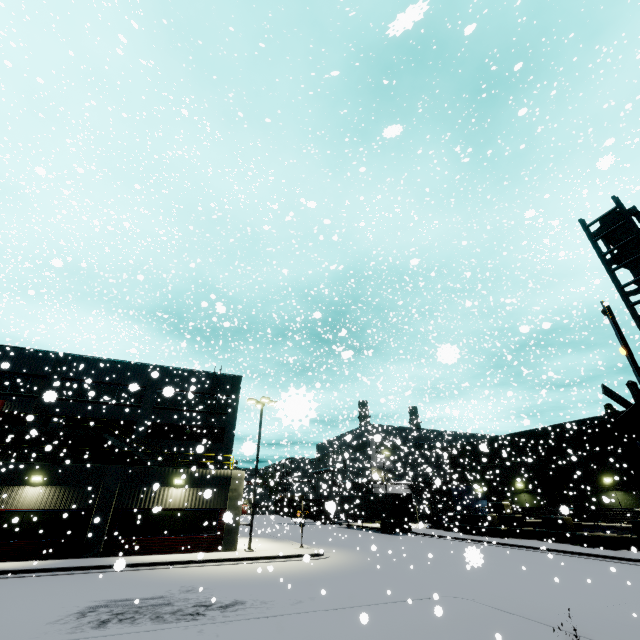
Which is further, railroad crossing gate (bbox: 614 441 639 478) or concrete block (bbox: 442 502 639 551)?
concrete block (bbox: 442 502 639 551)

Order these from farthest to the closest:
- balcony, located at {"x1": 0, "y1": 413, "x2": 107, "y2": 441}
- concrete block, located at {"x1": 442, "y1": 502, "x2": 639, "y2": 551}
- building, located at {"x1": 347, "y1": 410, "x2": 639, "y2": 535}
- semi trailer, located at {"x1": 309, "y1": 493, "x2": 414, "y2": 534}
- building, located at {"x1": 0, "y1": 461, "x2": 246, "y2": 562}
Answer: semi trailer, located at {"x1": 309, "y1": 493, "x2": 414, "y2": 534} → building, located at {"x1": 347, "y1": 410, "x2": 639, "y2": 535} → balcony, located at {"x1": 0, "y1": 413, "x2": 107, "y2": 441} → concrete block, located at {"x1": 442, "y1": 502, "x2": 639, "y2": 551} → building, located at {"x1": 0, "y1": 461, "x2": 246, "y2": 562}

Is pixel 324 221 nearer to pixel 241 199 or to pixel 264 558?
pixel 241 199

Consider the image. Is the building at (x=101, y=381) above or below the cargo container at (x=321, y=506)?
above

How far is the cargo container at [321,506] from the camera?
4.8m

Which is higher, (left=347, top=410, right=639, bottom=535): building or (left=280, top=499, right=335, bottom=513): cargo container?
(left=347, top=410, right=639, bottom=535): building

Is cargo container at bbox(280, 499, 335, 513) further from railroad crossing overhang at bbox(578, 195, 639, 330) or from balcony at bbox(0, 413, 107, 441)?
railroad crossing overhang at bbox(578, 195, 639, 330)

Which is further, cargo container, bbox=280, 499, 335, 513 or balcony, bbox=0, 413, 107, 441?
balcony, bbox=0, 413, 107, 441
